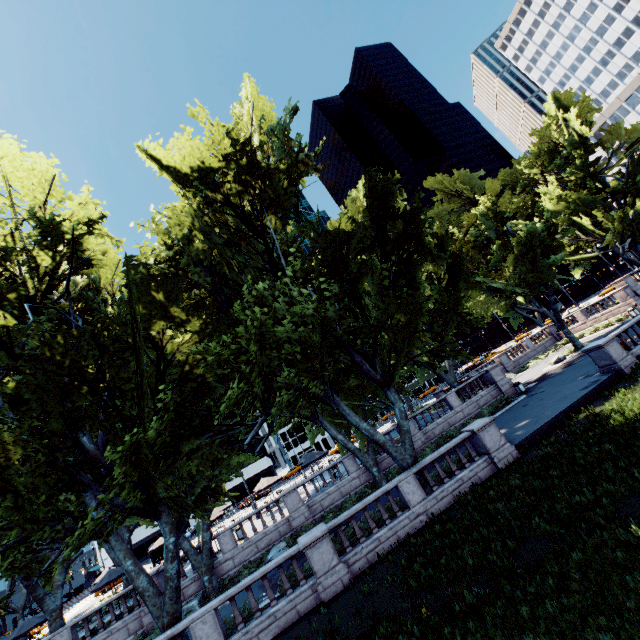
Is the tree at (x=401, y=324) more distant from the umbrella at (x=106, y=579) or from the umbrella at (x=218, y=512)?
the umbrella at (x=106, y=579)

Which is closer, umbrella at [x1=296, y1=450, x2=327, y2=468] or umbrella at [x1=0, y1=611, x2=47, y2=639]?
umbrella at [x1=0, y1=611, x2=47, y2=639]

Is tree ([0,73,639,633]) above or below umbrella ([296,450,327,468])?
above

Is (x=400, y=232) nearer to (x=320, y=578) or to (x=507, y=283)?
(x=320, y=578)

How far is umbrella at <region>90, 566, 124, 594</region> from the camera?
23.12m

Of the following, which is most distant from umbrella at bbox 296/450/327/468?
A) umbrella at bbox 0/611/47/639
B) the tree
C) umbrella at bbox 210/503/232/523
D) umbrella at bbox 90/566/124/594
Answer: umbrella at bbox 0/611/47/639

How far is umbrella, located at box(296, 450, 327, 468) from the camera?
28.0m

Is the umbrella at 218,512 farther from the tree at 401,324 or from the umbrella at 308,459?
the umbrella at 308,459
